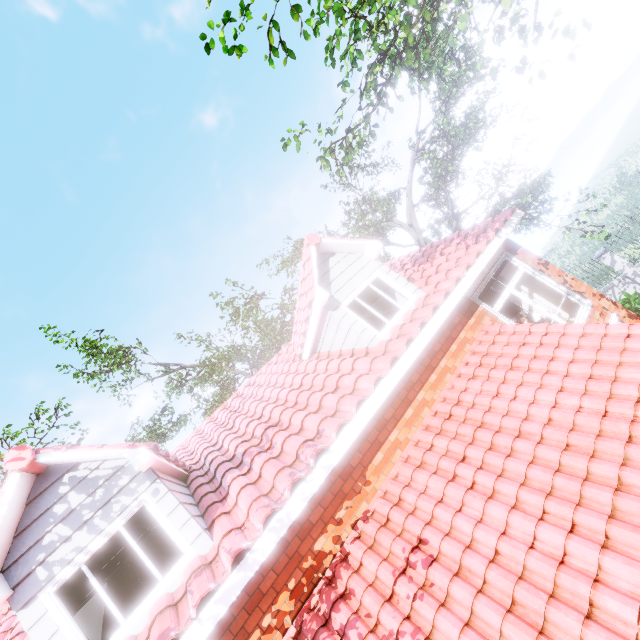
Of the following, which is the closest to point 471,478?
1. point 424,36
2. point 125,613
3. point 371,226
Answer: point 424,36

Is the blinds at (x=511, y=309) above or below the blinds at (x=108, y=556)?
below

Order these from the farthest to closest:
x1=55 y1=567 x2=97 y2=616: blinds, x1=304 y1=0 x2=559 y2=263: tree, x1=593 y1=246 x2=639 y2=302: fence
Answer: x1=593 y1=246 x2=639 y2=302: fence
x1=304 y1=0 x2=559 y2=263: tree
x1=55 y1=567 x2=97 y2=616: blinds

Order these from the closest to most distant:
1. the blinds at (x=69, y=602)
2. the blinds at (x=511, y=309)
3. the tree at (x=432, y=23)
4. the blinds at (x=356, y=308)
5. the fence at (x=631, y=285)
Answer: the blinds at (x=69, y=602), the tree at (x=432, y=23), the blinds at (x=356, y=308), the blinds at (x=511, y=309), the fence at (x=631, y=285)

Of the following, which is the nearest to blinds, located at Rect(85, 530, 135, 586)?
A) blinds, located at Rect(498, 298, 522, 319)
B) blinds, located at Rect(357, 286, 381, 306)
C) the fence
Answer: blinds, located at Rect(357, 286, 381, 306)

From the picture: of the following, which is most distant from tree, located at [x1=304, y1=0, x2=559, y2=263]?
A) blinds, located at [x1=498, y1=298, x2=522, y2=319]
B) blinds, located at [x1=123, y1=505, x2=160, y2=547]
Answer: blinds, located at [x1=123, y1=505, x2=160, y2=547]

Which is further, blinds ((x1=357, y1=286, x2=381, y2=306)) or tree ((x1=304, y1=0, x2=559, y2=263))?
blinds ((x1=357, y1=286, x2=381, y2=306))

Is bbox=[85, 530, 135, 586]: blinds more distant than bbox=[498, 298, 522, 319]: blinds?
No
